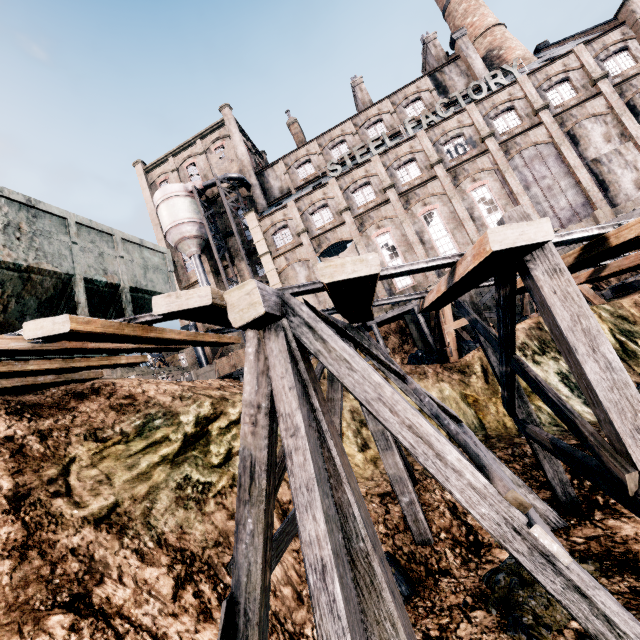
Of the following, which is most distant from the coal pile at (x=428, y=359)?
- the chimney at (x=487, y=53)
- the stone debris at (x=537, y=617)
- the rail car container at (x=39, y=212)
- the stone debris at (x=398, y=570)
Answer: the chimney at (x=487, y=53)

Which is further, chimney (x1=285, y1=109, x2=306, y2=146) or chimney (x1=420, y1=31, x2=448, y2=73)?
chimney (x1=285, y1=109, x2=306, y2=146)

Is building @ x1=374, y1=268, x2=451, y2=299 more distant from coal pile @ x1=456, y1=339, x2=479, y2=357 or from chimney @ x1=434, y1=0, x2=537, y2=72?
coal pile @ x1=456, y1=339, x2=479, y2=357

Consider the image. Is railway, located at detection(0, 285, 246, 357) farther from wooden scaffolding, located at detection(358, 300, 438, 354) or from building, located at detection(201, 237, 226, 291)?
building, located at detection(201, 237, 226, 291)

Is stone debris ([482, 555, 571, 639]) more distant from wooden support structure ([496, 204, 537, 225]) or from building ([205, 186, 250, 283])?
building ([205, 186, 250, 283])

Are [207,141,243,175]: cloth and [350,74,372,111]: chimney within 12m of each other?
no

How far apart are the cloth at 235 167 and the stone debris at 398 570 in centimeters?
4059cm

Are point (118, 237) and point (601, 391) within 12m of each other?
yes
